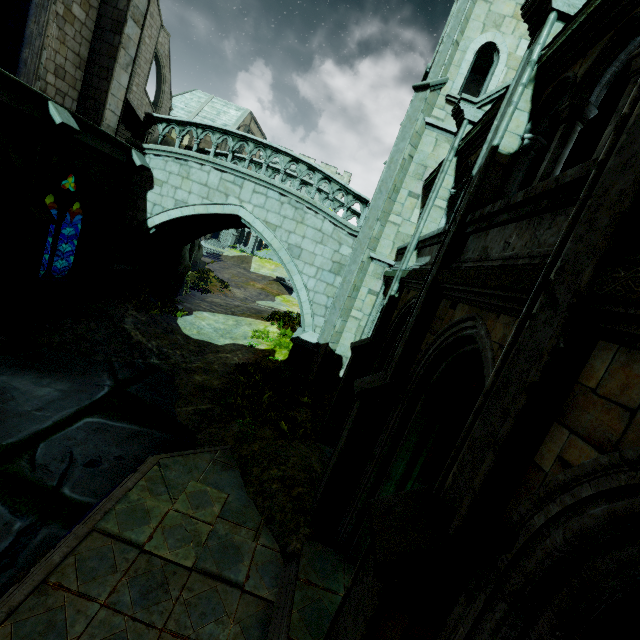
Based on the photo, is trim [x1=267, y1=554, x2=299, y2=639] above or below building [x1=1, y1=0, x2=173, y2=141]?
below

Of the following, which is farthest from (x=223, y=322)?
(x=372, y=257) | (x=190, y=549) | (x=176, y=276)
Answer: (x=190, y=549)

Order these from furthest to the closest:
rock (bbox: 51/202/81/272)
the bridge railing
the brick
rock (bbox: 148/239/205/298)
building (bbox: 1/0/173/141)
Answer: rock (bbox: 51/202/81/272), rock (bbox: 148/239/205/298), the bridge railing, building (bbox: 1/0/173/141), the brick

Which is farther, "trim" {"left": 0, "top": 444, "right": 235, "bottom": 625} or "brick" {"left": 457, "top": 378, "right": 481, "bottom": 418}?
"brick" {"left": 457, "top": 378, "right": 481, "bottom": 418}

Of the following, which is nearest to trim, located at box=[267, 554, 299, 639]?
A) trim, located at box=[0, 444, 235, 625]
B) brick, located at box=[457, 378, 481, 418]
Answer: trim, located at box=[0, 444, 235, 625]

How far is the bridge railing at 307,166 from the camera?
11.7 meters

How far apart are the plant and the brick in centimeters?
455cm

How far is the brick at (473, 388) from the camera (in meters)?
8.43
